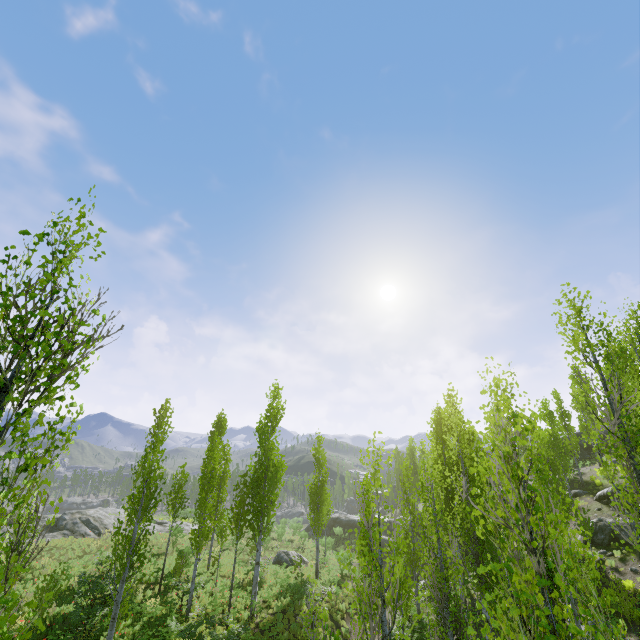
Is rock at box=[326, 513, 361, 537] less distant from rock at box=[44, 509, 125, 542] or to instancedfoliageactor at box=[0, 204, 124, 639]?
instancedfoliageactor at box=[0, 204, 124, 639]

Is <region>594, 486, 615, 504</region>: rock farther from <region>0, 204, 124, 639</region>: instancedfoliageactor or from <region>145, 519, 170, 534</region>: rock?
<region>145, 519, 170, 534</region>: rock

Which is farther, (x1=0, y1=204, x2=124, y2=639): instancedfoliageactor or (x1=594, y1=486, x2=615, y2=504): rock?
(x1=594, y1=486, x2=615, y2=504): rock

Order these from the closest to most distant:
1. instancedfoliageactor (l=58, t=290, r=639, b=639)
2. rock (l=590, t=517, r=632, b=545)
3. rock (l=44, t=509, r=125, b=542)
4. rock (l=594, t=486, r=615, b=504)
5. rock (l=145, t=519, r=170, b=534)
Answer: instancedfoliageactor (l=58, t=290, r=639, b=639) < rock (l=590, t=517, r=632, b=545) < rock (l=594, t=486, r=615, b=504) < rock (l=44, t=509, r=125, b=542) < rock (l=145, t=519, r=170, b=534)

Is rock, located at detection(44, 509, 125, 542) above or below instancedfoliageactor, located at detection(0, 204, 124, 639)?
below

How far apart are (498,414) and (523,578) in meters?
1.7

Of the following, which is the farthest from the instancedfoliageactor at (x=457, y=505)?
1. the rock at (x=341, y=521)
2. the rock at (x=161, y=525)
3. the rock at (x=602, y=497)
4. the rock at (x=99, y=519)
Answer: the rock at (x=99, y=519)

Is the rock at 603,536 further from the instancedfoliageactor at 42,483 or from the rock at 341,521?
the rock at 341,521
